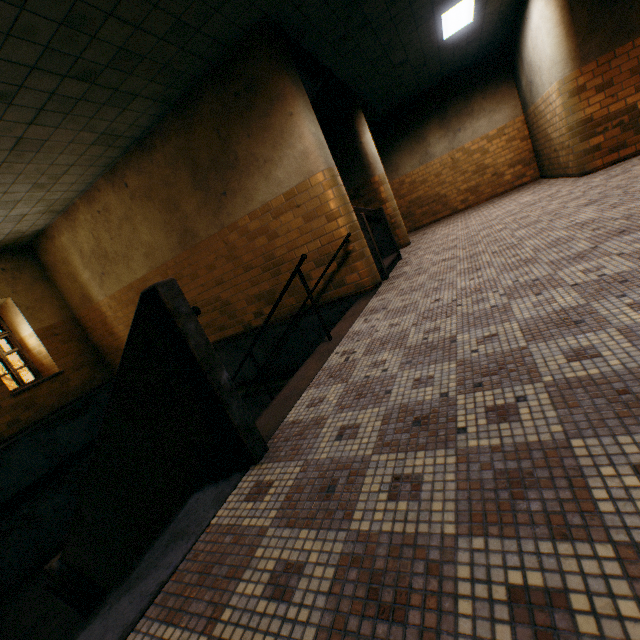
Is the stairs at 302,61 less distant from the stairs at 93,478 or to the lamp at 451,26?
the stairs at 93,478

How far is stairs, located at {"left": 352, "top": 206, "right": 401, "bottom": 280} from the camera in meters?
5.4 m

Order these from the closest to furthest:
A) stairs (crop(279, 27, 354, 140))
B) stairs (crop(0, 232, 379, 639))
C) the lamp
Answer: stairs (crop(0, 232, 379, 639)) → stairs (crop(279, 27, 354, 140)) → the lamp

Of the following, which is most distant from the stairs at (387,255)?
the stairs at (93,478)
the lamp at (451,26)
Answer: the lamp at (451,26)

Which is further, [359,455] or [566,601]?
[359,455]

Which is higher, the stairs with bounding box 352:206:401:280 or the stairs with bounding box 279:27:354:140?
the stairs with bounding box 279:27:354:140

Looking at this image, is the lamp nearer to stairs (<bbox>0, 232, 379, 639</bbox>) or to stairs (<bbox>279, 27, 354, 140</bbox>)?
stairs (<bbox>279, 27, 354, 140</bbox>)
